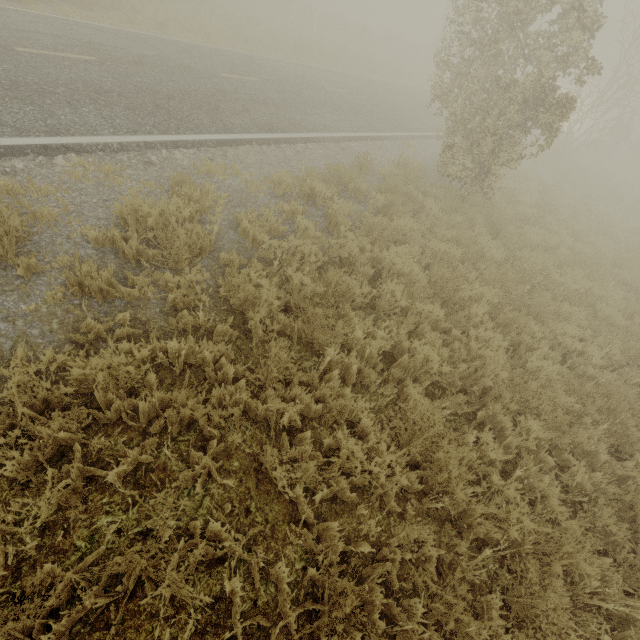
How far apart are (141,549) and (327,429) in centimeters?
198cm
